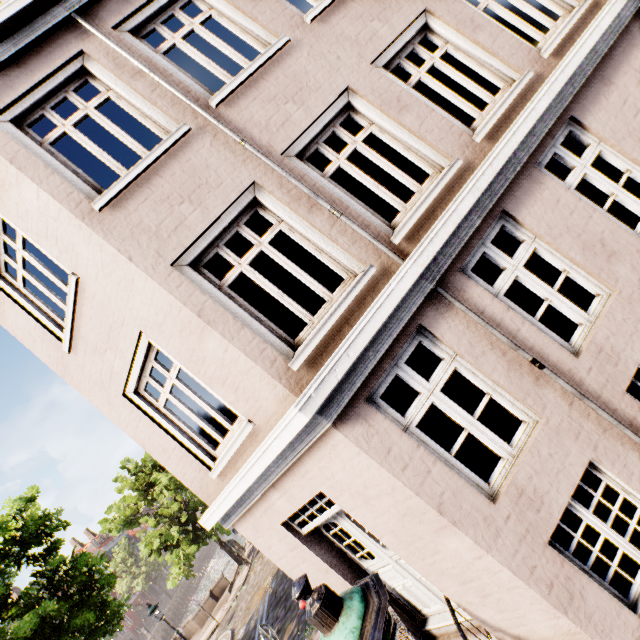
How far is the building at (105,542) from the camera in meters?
55.8

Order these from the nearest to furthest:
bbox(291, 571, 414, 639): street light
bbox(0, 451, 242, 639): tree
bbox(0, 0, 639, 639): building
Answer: bbox(291, 571, 414, 639): street light < bbox(0, 0, 639, 639): building < bbox(0, 451, 242, 639): tree

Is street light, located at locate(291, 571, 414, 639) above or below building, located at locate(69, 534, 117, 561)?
below

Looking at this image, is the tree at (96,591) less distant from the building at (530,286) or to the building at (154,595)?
the building at (154,595)

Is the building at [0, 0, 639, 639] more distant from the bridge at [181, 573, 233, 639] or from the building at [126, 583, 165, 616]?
the building at [126, 583, 165, 616]

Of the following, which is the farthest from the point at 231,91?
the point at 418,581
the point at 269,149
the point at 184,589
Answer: the point at 184,589

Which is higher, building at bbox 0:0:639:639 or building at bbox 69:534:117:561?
building at bbox 69:534:117:561

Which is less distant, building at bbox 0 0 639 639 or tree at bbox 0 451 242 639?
building at bbox 0 0 639 639
